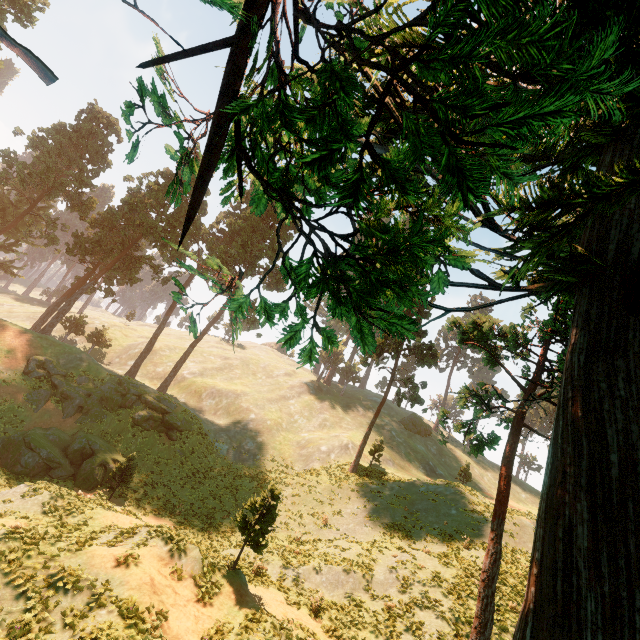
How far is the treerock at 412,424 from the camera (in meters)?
55.59

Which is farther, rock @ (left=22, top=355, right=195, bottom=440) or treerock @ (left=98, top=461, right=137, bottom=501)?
rock @ (left=22, top=355, right=195, bottom=440)

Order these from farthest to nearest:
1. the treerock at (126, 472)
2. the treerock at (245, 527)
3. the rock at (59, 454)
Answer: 1. the treerock at (126, 472)
2. the rock at (59, 454)
3. the treerock at (245, 527)

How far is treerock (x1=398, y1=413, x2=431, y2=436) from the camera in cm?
5559

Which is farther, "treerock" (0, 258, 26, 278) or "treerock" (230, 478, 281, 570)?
"treerock" (0, 258, 26, 278)

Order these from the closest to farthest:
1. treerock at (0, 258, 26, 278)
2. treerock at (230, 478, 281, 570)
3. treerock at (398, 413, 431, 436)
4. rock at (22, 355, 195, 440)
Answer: treerock at (230, 478, 281, 570) → rock at (22, 355, 195, 440) → treerock at (0, 258, 26, 278) → treerock at (398, 413, 431, 436)

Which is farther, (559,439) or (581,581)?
(559,439)

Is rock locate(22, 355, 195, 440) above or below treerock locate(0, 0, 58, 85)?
below
